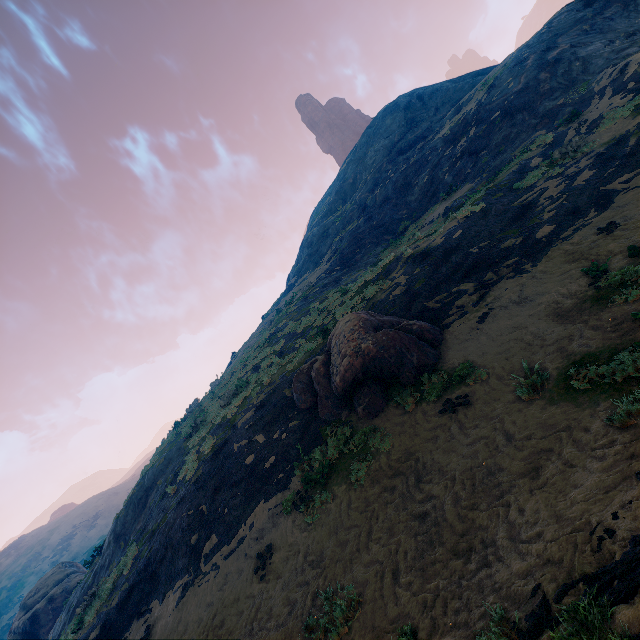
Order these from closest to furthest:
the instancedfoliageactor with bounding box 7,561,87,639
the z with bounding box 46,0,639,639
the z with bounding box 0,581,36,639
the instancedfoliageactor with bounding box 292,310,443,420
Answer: the z with bounding box 46,0,639,639 → the instancedfoliageactor with bounding box 292,310,443,420 → the instancedfoliageactor with bounding box 7,561,87,639 → the z with bounding box 0,581,36,639

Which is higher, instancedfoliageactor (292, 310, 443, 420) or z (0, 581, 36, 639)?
z (0, 581, 36, 639)

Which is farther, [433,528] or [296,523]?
[296,523]

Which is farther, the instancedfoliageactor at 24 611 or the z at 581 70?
the instancedfoliageactor at 24 611

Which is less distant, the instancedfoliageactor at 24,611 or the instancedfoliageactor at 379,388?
the instancedfoliageactor at 379,388

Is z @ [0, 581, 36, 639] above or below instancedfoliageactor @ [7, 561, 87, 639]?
above

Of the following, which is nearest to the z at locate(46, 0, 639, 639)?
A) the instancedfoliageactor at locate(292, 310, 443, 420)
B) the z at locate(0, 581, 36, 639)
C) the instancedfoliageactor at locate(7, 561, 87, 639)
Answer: the instancedfoliageactor at locate(292, 310, 443, 420)

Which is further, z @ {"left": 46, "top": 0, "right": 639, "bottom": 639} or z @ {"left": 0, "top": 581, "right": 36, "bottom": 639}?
z @ {"left": 0, "top": 581, "right": 36, "bottom": 639}
